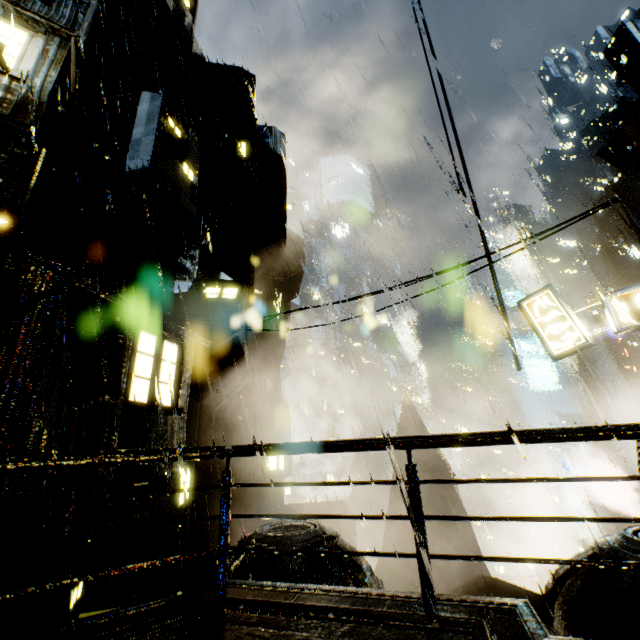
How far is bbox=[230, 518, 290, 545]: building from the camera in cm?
1777

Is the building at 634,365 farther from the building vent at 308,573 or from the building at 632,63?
the building at 632,63

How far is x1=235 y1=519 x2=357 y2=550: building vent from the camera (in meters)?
9.33

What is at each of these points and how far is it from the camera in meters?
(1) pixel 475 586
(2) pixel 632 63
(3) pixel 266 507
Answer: (1) building, 11.6
(2) building, 57.2
(3) building, 19.9

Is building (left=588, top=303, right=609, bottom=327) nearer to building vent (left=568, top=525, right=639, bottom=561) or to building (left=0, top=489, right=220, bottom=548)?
building (left=0, top=489, right=220, bottom=548)

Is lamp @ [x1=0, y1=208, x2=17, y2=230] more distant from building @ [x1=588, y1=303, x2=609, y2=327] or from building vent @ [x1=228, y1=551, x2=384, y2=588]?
building @ [x1=588, y1=303, x2=609, y2=327]

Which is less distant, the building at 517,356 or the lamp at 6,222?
the lamp at 6,222

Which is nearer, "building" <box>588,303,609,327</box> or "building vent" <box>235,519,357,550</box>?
"building vent" <box>235,519,357,550</box>
